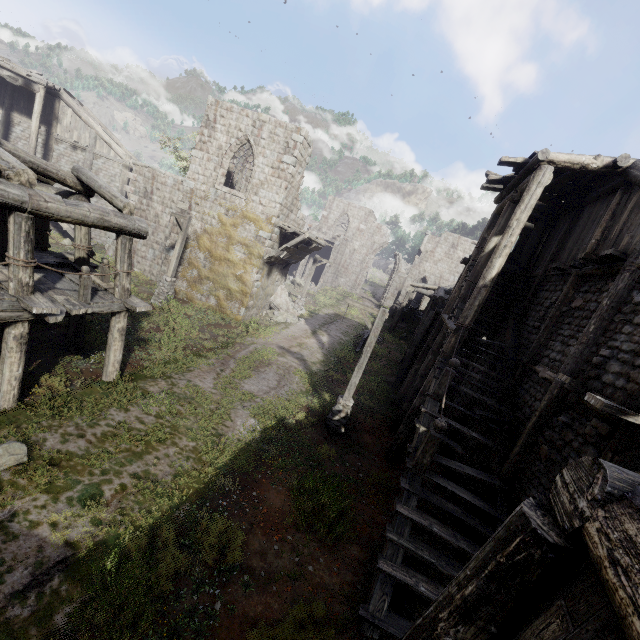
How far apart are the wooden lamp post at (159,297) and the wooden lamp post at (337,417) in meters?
10.6

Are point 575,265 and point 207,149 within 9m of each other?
no

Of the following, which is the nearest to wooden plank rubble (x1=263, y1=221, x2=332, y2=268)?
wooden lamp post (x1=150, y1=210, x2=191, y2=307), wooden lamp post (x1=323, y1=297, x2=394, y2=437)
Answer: wooden lamp post (x1=150, y1=210, x2=191, y2=307)

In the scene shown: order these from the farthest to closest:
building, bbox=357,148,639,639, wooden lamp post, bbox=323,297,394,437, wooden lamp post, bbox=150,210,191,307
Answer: wooden lamp post, bbox=150,210,191,307 → wooden lamp post, bbox=323,297,394,437 → building, bbox=357,148,639,639

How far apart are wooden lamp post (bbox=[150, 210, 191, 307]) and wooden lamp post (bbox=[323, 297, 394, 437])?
10.55m

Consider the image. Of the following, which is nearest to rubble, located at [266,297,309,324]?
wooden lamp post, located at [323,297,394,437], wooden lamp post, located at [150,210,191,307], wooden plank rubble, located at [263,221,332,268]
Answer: wooden plank rubble, located at [263,221,332,268]

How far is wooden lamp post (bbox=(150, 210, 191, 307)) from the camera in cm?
1709

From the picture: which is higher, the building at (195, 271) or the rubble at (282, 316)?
the building at (195, 271)
